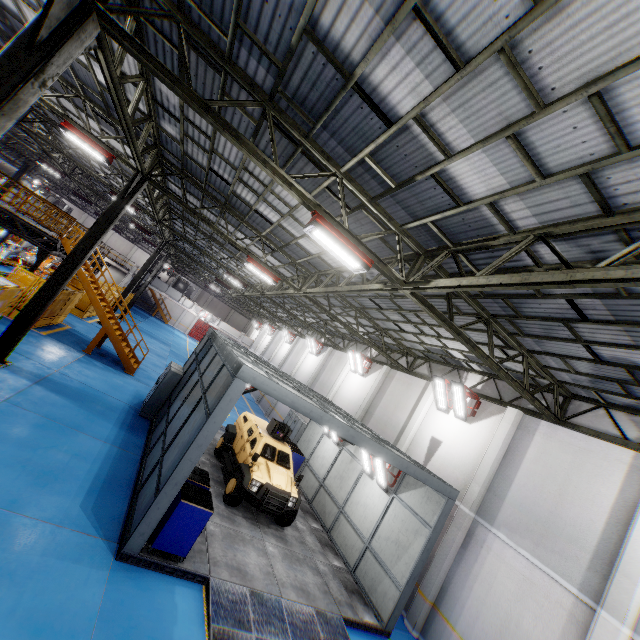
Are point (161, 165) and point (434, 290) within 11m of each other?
no

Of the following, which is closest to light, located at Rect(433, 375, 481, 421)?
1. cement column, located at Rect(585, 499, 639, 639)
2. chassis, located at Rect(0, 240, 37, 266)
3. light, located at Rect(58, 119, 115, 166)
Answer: cement column, located at Rect(585, 499, 639, 639)

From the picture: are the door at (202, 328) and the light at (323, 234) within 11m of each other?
no

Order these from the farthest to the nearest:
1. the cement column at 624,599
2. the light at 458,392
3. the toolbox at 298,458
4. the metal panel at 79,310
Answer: the toolbox at 298,458 < the metal panel at 79,310 < the light at 458,392 < the cement column at 624,599

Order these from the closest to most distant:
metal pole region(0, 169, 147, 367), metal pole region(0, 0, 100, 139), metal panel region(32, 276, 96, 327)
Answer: metal pole region(0, 0, 100, 139)
metal pole region(0, 169, 147, 367)
metal panel region(32, 276, 96, 327)

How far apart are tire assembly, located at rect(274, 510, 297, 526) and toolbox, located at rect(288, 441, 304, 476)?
4.69m

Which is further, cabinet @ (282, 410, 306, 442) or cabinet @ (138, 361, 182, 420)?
cabinet @ (282, 410, 306, 442)

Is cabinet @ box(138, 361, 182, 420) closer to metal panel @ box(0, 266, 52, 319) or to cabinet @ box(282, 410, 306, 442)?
metal panel @ box(0, 266, 52, 319)
